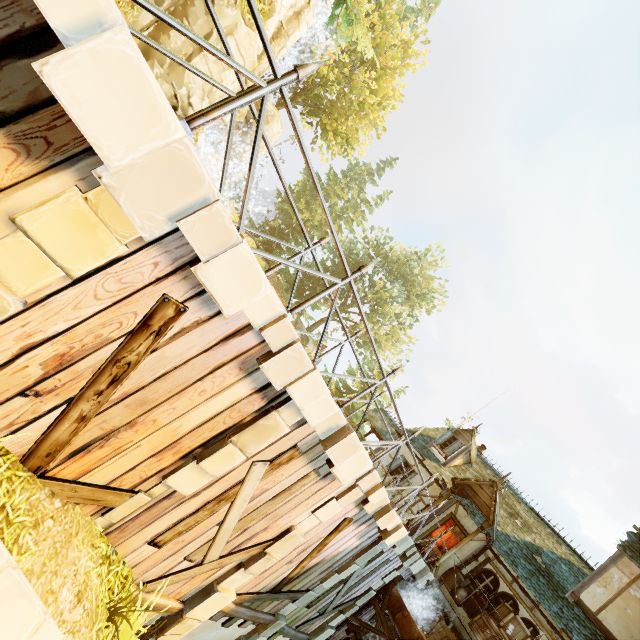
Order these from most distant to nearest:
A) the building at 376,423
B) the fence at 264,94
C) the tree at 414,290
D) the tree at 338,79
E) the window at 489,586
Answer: the tree at 414,290, the building at 376,423, the tree at 338,79, the window at 489,586, the fence at 264,94

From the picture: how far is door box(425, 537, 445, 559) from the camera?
13.72m

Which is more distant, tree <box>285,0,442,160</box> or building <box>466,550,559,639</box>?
tree <box>285,0,442,160</box>

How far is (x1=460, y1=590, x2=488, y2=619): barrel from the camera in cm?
1160

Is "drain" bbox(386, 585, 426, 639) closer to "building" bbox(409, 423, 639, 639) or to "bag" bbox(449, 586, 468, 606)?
"building" bbox(409, 423, 639, 639)

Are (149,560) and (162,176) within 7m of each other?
yes

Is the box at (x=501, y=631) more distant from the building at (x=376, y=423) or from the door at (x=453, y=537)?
the door at (x=453, y=537)
